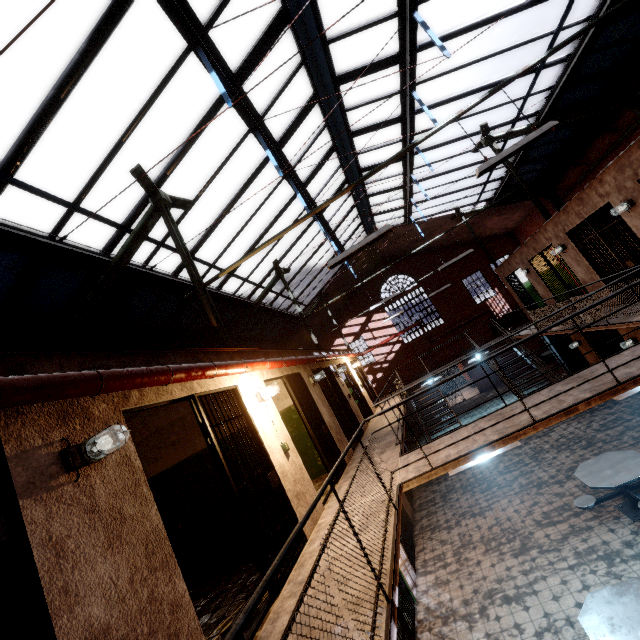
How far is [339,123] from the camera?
9.1 meters

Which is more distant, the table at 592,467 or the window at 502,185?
the window at 502,185

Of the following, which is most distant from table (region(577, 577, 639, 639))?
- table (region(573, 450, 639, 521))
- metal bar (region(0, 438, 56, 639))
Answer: metal bar (region(0, 438, 56, 639))

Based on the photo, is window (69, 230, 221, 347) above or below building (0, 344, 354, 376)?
above

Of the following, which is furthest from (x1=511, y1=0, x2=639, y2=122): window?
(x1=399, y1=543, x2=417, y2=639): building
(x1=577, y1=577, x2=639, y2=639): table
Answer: (x1=577, y1=577, x2=639, y2=639): table

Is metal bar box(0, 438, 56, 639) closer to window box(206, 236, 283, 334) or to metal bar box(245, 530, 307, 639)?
metal bar box(245, 530, 307, 639)

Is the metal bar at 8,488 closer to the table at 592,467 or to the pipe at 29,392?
the pipe at 29,392

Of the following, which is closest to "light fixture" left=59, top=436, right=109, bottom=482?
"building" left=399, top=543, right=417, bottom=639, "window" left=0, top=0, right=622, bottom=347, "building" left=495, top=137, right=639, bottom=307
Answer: "building" left=399, top=543, right=417, bottom=639
